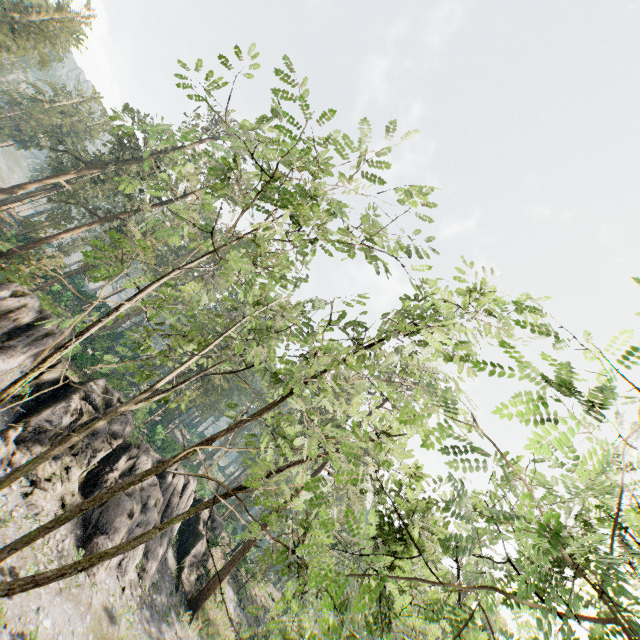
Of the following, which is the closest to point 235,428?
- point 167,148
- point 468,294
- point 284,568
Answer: point 468,294

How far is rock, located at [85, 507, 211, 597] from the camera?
20.7 meters

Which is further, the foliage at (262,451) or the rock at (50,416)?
the rock at (50,416)

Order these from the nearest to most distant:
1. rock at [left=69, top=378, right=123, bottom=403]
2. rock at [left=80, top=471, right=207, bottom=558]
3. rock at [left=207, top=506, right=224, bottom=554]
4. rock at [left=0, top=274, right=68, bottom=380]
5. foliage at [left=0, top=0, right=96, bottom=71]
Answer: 1. rock at [left=0, top=274, right=68, bottom=380]
2. rock at [left=80, top=471, right=207, bottom=558]
3. rock at [left=69, top=378, right=123, bottom=403]
4. rock at [left=207, top=506, right=224, bottom=554]
5. foliage at [left=0, top=0, right=96, bottom=71]

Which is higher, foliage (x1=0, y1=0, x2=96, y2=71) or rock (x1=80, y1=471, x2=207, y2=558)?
foliage (x1=0, y1=0, x2=96, y2=71)

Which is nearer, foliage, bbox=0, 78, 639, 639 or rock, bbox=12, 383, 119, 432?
foliage, bbox=0, 78, 639, 639

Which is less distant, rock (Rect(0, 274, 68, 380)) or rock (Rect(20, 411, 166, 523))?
rock (Rect(20, 411, 166, 523))

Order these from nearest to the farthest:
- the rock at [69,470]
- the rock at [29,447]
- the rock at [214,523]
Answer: the rock at [29,447] < the rock at [69,470] < the rock at [214,523]
